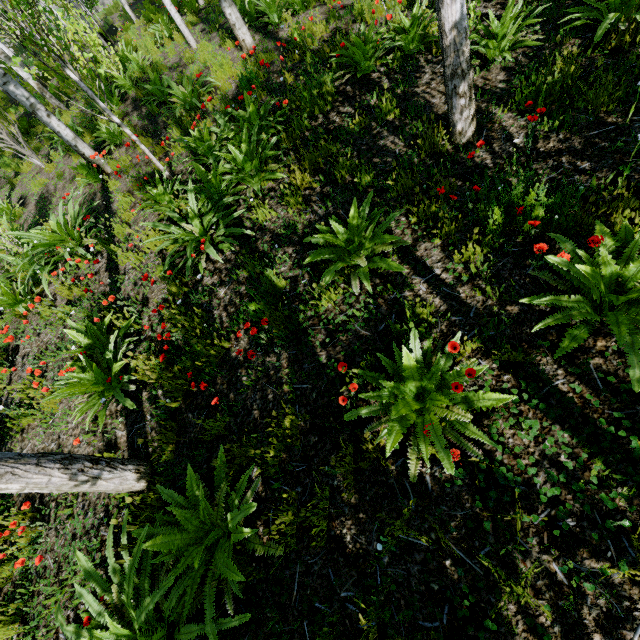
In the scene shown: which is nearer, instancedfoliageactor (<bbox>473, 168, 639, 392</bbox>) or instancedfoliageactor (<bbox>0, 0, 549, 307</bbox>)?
instancedfoliageactor (<bbox>473, 168, 639, 392</bbox>)

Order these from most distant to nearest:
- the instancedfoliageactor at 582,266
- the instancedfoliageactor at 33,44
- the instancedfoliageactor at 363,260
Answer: the instancedfoliageactor at 33,44, the instancedfoliageactor at 363,260, the instancedfoliageactor at 582,266

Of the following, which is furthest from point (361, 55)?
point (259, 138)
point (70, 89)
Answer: point (70, 89)

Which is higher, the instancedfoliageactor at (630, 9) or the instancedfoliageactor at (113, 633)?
the instancedfoliageactor at (113, 633)

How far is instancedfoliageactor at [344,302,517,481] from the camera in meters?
2.0 m

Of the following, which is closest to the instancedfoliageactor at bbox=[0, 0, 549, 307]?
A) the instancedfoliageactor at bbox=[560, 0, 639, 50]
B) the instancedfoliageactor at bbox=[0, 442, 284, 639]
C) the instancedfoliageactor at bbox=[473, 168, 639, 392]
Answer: the instancedfoliageactor at bbox=[473, 168, 639, 392]

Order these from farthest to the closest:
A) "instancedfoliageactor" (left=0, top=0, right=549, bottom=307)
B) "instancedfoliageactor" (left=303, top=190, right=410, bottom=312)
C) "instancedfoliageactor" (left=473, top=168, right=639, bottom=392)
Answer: "instancedfoliageactor" (left=0, top=0, right=549, bottom=307)
"instancedfoliageactor" (left=303, top=190, right=410, bottom=312)
"instancedfoliageactor" (left=473, top=168, right=639, bottom=392)
